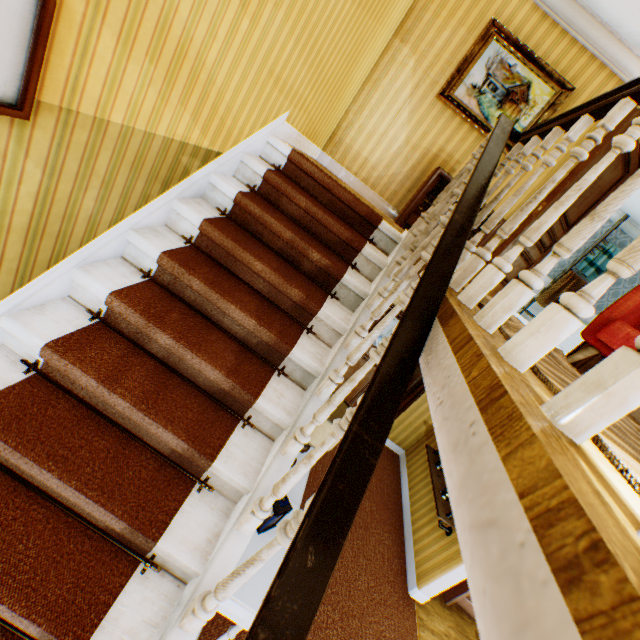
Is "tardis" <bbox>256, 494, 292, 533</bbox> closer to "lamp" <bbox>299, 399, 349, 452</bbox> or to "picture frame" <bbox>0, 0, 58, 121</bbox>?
"lamp" <bbox>299, 399, 349, 452</bbox>

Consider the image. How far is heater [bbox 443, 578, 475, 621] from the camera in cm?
445

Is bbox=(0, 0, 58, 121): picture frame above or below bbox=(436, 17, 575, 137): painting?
below

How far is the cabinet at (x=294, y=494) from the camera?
2.6m

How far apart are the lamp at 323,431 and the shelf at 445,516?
2.4 meters

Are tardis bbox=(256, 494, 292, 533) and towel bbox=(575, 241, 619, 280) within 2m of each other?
no

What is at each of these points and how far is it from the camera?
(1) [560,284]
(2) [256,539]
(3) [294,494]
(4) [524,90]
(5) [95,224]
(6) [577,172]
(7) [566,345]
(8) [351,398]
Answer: (1) towel, 8.3 meters
(2) cabinet, 2.3 meters
(3) cabinet, 2.8 meters
(4) painting, 4.2 meters
(5) building, 1.8 meters
(6) childactor, 3.4 meters
(7) bathtub, 8.5 meters
(8) childactor, 4.4 meters

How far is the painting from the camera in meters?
4.1 m
